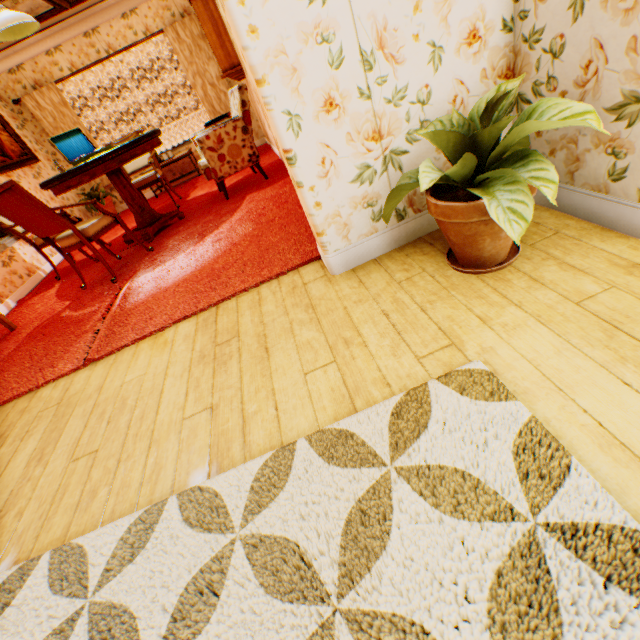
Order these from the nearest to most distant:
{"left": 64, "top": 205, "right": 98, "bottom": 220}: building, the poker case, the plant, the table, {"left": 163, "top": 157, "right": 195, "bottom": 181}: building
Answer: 1. the plant
2. the table
3. the poker case
4. {"left": 64, "top": 205, "right": 98, "bottom": 220}: building
5. {"left": 163, "top": 157, "right": 195, "bottom": 181}: building

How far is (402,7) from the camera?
1.49m

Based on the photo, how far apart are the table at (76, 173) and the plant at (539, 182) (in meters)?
3.46

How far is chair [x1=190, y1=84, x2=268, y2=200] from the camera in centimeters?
420cm

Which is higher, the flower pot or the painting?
the painting

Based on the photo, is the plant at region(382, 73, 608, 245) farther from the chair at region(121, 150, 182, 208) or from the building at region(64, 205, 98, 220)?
the chair at region(121, 150, 182, 208)

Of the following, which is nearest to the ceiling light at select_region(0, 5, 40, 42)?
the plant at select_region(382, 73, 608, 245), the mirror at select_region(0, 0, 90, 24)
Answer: the mirror at select_region(0, 0, 90, 24)

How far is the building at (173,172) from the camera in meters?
7.6
